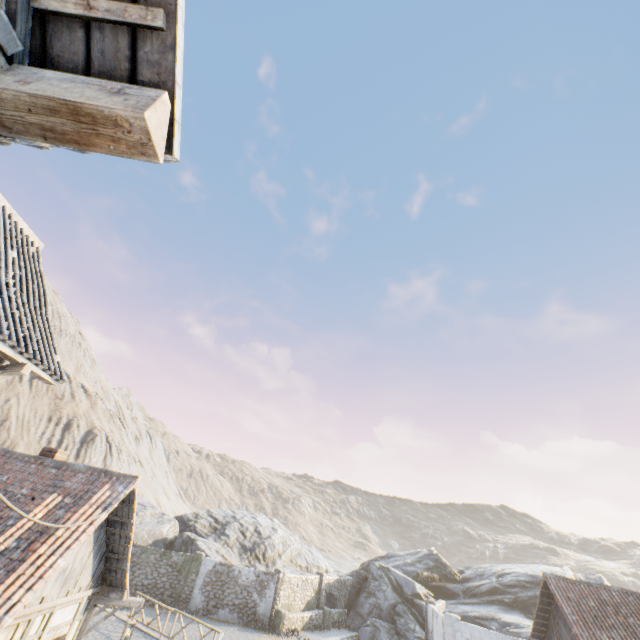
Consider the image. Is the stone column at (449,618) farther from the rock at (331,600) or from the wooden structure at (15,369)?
the wooden structure at (15,369)

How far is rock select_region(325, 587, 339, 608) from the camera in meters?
27.1

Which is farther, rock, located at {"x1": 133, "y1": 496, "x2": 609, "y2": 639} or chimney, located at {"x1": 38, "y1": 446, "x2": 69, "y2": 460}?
rock, located at {"x1": 133, "y1": 496, "x2": 609, "y2": 639}

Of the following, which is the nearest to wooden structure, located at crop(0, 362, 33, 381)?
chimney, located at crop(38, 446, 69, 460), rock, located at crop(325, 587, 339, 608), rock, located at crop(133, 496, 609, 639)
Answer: chimney, located at crop(38, 446, 69, 460)

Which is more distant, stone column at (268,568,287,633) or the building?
stone column at (268,568,287,633)

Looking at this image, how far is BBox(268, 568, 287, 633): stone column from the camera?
21.0 meters

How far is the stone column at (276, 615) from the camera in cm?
2102

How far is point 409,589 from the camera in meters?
26.8 m
